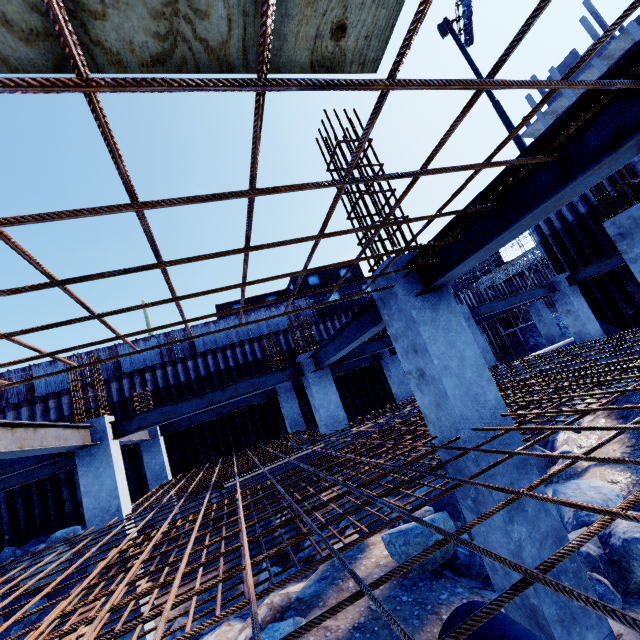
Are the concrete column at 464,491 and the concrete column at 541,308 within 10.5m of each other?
no

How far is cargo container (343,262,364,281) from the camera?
26.48m

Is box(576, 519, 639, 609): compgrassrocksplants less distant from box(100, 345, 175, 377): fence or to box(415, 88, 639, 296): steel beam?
box(415, 88, 639, 296): steel beam

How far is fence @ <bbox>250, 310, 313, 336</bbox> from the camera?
20.5m

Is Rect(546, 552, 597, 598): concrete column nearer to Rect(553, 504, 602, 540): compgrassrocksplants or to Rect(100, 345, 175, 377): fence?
Rect(553, 504, 602, 540): compgrassrocksplants

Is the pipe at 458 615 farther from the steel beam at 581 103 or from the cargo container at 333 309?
the cargo container at 333 309

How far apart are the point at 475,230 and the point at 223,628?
8.13m
